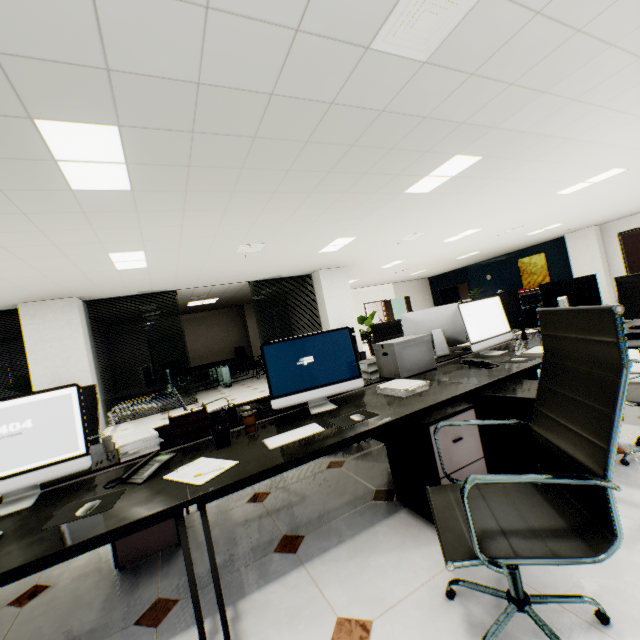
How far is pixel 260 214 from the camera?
4.47m

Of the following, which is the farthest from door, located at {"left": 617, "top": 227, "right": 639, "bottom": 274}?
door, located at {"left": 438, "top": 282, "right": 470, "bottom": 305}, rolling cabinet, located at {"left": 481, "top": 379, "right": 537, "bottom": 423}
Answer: rolling cabinet, located at {"left": 481, "top": 379, "right": 537, "bottom": 423}

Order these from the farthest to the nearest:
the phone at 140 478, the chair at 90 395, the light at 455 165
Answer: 1. the light at 455 165
2. the chair at 90 395
3. the phone at 140 478

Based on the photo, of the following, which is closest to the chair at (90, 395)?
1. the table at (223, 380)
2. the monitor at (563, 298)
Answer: the monitor at (563, 298)

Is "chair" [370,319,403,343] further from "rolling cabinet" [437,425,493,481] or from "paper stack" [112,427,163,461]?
"paper stack" [112,427,163,461]

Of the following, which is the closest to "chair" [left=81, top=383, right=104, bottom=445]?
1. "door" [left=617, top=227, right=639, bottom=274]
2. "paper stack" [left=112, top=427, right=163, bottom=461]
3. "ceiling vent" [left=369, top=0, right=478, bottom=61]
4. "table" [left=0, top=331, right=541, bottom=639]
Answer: "table" [left=0, top=331, right=541, bottom=639]

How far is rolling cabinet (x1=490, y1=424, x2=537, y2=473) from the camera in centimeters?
189cm

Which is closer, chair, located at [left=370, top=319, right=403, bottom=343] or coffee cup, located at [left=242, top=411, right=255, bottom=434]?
coffee cup, located at [left=242, top=411, right=255, bottom=434]
